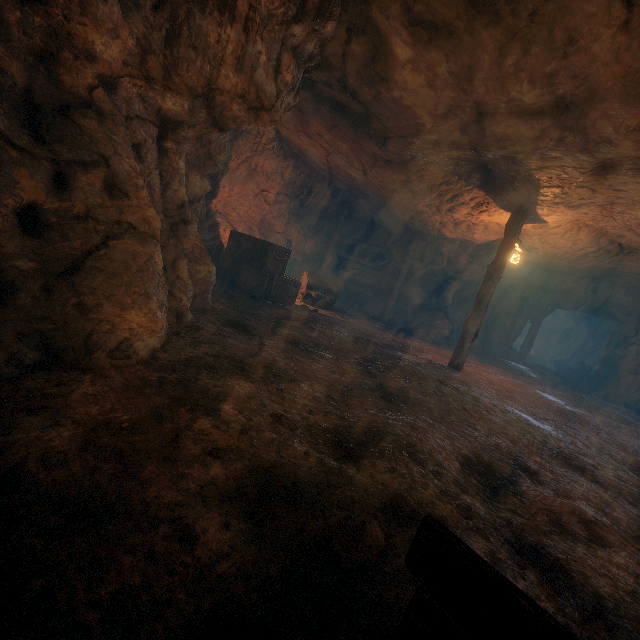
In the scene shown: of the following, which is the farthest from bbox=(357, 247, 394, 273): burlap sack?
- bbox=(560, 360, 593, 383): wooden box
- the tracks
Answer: bbox=(560, 360, 593, 383): wooden box

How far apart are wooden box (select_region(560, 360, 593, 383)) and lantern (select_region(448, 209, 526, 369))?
17.0 meters

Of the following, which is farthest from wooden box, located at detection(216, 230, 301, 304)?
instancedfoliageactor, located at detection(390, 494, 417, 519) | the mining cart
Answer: instancedfoliageactor, located at detection(390, 494, 417, 519)

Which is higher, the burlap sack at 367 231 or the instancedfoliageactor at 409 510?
the burlap sack at 367 231

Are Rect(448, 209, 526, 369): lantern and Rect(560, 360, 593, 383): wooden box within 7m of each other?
no

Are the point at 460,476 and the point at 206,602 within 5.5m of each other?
yes

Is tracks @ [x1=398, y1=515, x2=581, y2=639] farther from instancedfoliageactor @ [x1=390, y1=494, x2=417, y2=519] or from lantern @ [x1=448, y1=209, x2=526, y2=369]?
lantern @ [x1=448, y1=209, x2=526, y2=369]

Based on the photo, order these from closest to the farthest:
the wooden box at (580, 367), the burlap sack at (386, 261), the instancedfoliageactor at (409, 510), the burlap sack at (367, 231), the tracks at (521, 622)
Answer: the tracks at (521, 622), the instancedfoliageactor at (409, 510), the burlap sack at (367, 231), the burlap sack at (386, 261), the wooden box at (580, 367)
